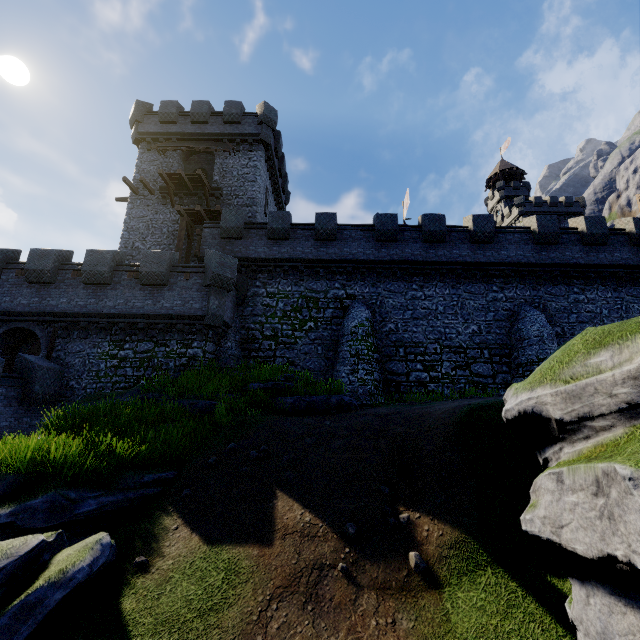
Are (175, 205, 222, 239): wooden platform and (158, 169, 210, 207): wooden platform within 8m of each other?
yes

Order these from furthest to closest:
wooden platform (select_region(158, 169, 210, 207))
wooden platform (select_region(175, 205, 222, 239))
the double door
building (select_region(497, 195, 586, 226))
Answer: building (select_region(497, 195, 586, 226))
wooden platform (select_region(158, 169, 210, 207))
wooden platform (select_region(175, 205, 222, 239))
the double door

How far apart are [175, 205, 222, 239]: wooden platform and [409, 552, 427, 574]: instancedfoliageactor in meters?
20.7

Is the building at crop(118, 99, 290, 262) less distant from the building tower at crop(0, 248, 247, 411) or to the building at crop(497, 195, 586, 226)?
the building tower at crop(0, 248, 247, 411)

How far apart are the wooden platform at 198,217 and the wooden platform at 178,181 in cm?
129

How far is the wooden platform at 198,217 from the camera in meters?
21.1 m

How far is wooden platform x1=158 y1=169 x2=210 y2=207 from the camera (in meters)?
22.00

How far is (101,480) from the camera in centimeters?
742cm
